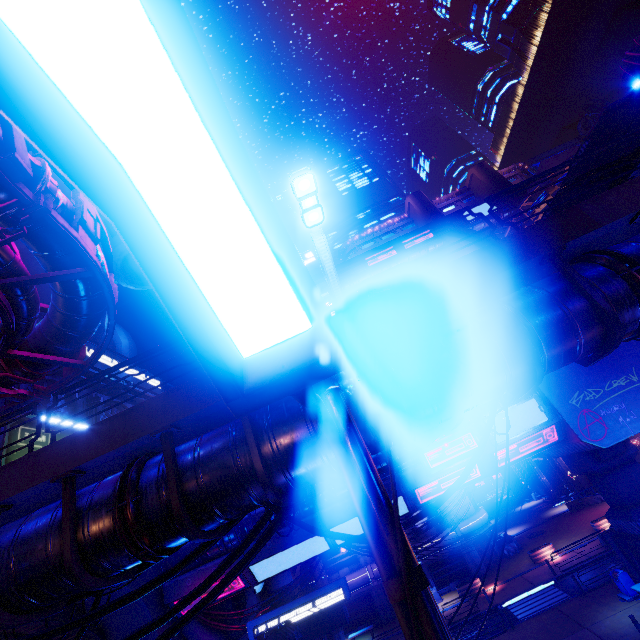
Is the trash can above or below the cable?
below

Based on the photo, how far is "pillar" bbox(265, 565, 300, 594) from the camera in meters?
30.5

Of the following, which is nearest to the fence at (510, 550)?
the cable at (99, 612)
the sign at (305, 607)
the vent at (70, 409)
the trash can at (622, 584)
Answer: Result: the trash can at (622, 584)

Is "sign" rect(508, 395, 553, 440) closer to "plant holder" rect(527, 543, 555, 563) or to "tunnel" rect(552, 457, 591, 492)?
"plant holder" rect(527, 543, 555, 563)

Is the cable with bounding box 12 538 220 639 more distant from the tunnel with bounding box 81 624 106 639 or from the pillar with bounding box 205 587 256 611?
the pillar with bounding box 205 587 256 611

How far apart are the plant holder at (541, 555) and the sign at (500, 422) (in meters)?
19.22

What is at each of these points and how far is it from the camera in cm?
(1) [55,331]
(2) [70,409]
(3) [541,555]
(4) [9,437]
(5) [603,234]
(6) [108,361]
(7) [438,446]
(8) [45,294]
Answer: (1) pipe, 958
(2) vent, 2069
(3) plant holder, 2848
(4) sign, 1346
(5) walkway, 630
(6) sign, 2352
(7) sign, 1852
(8) building, 3077

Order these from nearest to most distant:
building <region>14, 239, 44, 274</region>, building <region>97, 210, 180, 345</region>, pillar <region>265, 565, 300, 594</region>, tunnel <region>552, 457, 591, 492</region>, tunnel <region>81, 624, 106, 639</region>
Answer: tunnel <region>81, 624, 106, 639</region> → building <region>97, 210, 180, 345</region> → building <region>14, 239, 44, 274</region> → pillar <region>265, 565, 300, 594</region> → tunnel <region>552, 457, 591, 492</region>
